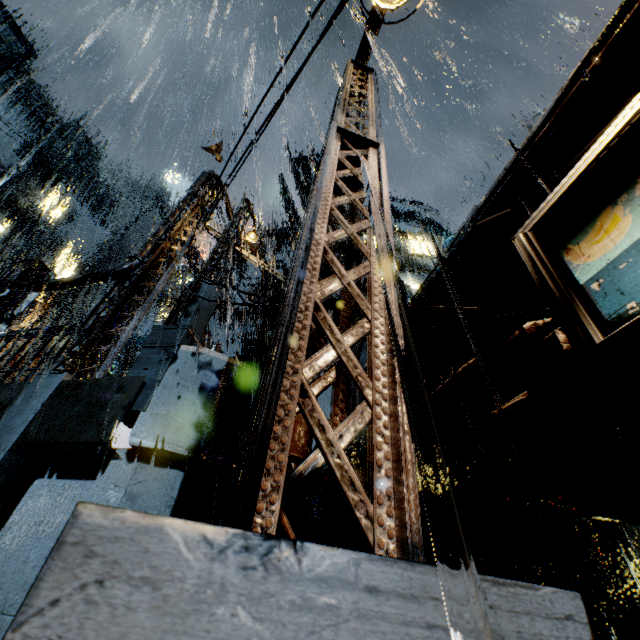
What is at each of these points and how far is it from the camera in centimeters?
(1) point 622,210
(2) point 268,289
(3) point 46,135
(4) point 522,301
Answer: (1) sign, 147cm
(2) building, 4494cm
(3) building, 5122cm
(4) building, 399cm

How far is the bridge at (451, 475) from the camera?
5.9m

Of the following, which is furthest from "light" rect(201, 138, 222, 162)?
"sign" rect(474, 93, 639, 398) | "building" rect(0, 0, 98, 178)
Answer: Result: "sign" rect(474, 93, 639, 398)

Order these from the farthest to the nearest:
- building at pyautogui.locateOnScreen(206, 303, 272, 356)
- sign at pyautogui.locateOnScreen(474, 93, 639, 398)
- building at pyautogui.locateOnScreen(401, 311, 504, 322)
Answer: building at pyautogui.locateOnScreen(206, 303, 272, 356) → building at pyautogui.locateOnScreen(401, 311, 504, 322) → sign at pyautogui.locateOnScreen(474, 93, 639, 398)

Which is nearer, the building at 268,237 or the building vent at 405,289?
the building at 268,237

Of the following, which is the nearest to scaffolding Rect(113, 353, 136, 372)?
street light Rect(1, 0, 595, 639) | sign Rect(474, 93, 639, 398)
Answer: street light Rect(1, 0, 595, 639)

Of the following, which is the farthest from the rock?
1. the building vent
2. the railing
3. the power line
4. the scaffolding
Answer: the power line

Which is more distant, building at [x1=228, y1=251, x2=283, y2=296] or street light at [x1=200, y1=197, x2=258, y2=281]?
building at [x1=228, y1=251, x2=283, y2=296]
